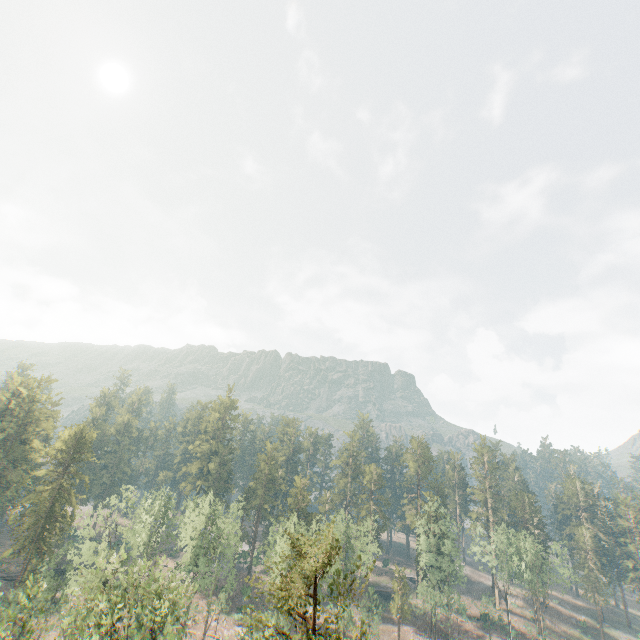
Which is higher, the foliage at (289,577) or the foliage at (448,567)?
the foliage at (289,577)

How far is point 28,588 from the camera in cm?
4878

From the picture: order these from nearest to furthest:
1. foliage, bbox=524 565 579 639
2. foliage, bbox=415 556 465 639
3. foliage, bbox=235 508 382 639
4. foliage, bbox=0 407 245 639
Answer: foliage, bbox=235 508 382 639 → foliage, bbox=0 407 245 639 → foliage, bbox=415 556 465 639 → foliage, bbox=524 565 579 639

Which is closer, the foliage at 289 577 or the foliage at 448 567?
the foliage at 289 577

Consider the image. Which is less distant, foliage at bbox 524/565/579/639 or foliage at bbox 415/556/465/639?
foliage at bbox 415/556/465/639
